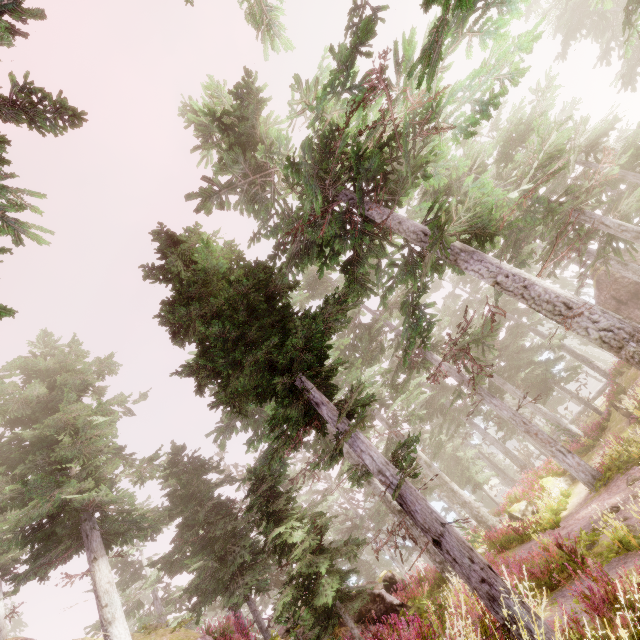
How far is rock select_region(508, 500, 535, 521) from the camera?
19.0 meters

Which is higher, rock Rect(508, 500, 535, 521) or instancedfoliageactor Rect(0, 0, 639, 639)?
instancedfoliageactor Rect(0, 0, 639, 639)

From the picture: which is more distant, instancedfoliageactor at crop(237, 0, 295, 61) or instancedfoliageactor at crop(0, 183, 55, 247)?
instancedfoliageactor at crop(237, 0, 295, 61)

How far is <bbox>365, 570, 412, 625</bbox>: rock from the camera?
10.6 meters

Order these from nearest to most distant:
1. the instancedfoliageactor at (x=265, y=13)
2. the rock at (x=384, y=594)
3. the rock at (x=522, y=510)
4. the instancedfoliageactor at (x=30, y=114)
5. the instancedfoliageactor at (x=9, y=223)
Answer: the instancedfoliageactor at (x=30, y=114) → the instancedfoliageactor at (x=9, y=223) → the rock at (x=384, y=594) → the instancedfoliageactor at (x=265, y=13) → the rock at (x=522, y=510)

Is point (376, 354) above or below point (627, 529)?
above

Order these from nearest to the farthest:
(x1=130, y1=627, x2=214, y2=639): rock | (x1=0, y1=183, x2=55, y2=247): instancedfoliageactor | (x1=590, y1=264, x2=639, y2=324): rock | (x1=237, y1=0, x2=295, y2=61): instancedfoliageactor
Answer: (x1=0, y1=183, x2=55, y2=247): instancedfoliageactor, (x1=237, y1=0, x2=295, y2=61): instancedfoliageactor, (x1=130, y1=627, x2=214, y2=639): rock, (x1=590, y1=264, x2=639, y2=324): rock

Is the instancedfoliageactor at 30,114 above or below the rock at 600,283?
above
